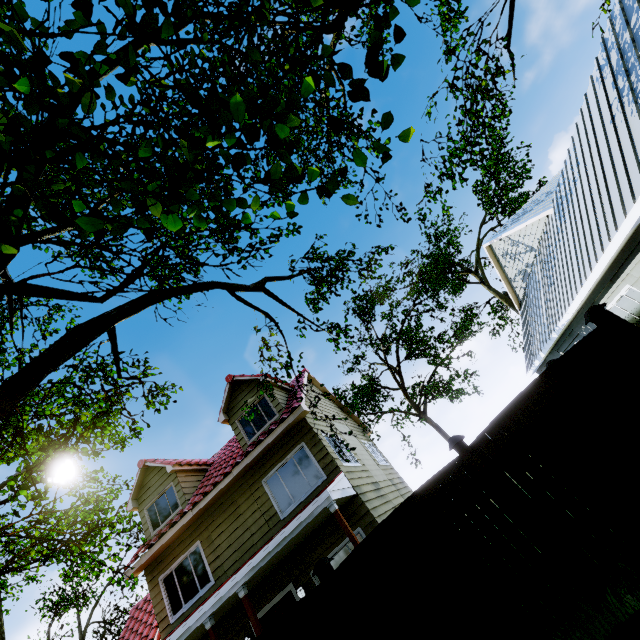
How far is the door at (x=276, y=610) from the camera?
9.3m

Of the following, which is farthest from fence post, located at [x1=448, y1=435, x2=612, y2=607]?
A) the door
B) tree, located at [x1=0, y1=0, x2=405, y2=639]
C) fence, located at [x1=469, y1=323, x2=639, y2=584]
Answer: the door

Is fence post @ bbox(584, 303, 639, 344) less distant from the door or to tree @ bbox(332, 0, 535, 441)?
tree @ bbox(332, 0, 535, 441)

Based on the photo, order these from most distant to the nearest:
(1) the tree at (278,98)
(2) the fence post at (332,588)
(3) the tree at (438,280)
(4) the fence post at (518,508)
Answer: (3) the tree at (438,280) < (2) the fence post at (332,588) < (4) the fence post at (518,508) < (1) the tree at (278,98)

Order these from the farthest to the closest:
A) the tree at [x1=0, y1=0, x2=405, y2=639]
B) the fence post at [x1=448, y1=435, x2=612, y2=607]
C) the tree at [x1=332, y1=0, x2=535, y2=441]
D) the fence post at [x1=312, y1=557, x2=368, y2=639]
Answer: the tree at [x1=332, y1=0, x2=535, y2=441] < the fence post at [x1=312, y1=557, x2=368, y2=639] < the fence post at [x1=448, y1=435, x2=612, y2=607] < the tree at [x1=0, y1=0, x2=405, y2=639]

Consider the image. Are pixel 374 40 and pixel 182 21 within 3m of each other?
no
